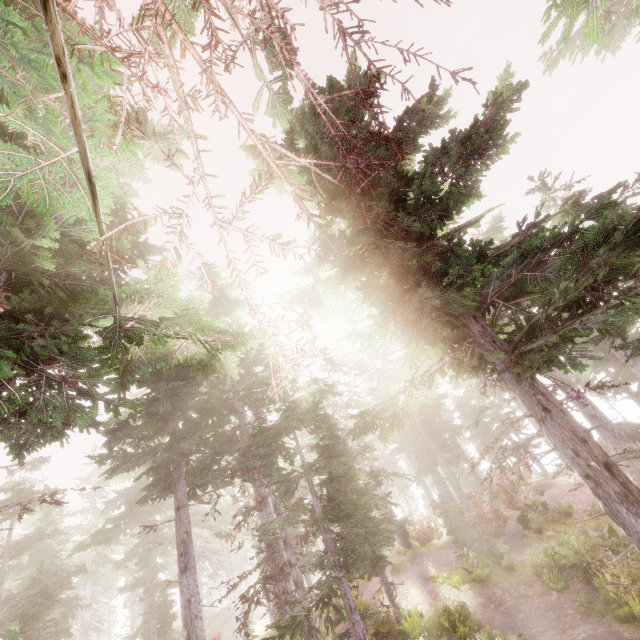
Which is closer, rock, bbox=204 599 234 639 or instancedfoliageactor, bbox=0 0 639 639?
instancedfoliageactor, bbox=0 0 639 639

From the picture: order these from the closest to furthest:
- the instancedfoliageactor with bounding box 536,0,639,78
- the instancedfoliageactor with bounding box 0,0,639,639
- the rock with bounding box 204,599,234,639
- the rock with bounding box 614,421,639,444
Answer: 1. the instancedfoliageactor with bounding box 0,0,639,639
2. the instancedfoliageactor with bounding box 536,0,639,78
3. the rock with bounding box 614,421,639,444
4. the rock with bounding box 204,599,234,639

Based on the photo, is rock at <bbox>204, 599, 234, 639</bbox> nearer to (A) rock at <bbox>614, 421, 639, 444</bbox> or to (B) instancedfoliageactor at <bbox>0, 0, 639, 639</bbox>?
(B) instancedfoliageactor at <bbox>0, 0, 639, 639</bbox>

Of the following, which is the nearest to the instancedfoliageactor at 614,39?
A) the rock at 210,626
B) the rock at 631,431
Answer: the rock at 210,626

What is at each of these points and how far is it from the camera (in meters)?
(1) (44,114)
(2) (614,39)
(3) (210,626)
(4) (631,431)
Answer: (1) instancedfoliageactor, 4.07
(2) instancedfoliageactor, 14.80
(3) rock, 35.22
(4) rock, 26.75

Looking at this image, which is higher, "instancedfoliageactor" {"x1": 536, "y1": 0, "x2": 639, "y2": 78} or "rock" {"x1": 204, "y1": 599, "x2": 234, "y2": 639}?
"instancedfoliageactor" {"x1": 536, "y1": 0, "x2": 639, "y2": 78}

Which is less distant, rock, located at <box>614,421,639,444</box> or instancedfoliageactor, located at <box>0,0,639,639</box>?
instancedfoliageactor, located at <box>0,0,639,639</box>
